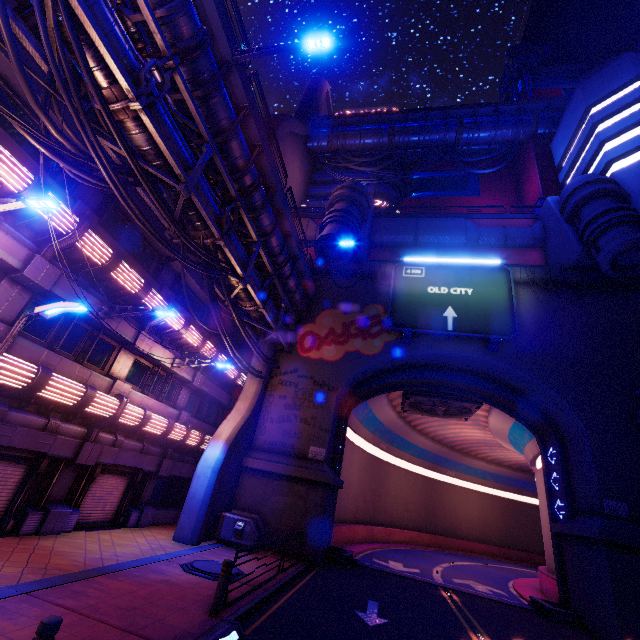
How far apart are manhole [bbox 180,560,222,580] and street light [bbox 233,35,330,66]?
16.80m

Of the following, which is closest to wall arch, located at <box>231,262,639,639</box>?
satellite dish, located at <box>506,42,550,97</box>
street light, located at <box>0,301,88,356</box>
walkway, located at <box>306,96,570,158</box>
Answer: street light, located at <box>0,301,88,356</box>

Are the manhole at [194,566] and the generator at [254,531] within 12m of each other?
yes

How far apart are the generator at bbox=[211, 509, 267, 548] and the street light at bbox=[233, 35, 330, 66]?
18.8 meters

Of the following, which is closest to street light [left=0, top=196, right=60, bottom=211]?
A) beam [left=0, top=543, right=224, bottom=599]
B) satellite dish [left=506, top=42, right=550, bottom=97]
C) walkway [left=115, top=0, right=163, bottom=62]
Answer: walkway [left=115, top=0, right=163, bottom=62]

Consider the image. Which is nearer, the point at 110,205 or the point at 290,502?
the point at 110,205

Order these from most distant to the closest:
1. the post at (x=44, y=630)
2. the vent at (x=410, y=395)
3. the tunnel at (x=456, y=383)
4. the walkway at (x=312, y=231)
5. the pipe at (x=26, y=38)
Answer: the walkway at (x=312, y=231), the vent at (x=410, y=395), the tunnel at (x=456, y=383), the pipe at (x=26, y=38), the post at (x=44, y=630)

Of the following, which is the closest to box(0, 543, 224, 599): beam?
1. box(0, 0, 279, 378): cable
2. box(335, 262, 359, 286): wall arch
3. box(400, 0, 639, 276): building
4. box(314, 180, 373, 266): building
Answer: box(335, 262, 359, 286): wall arch
